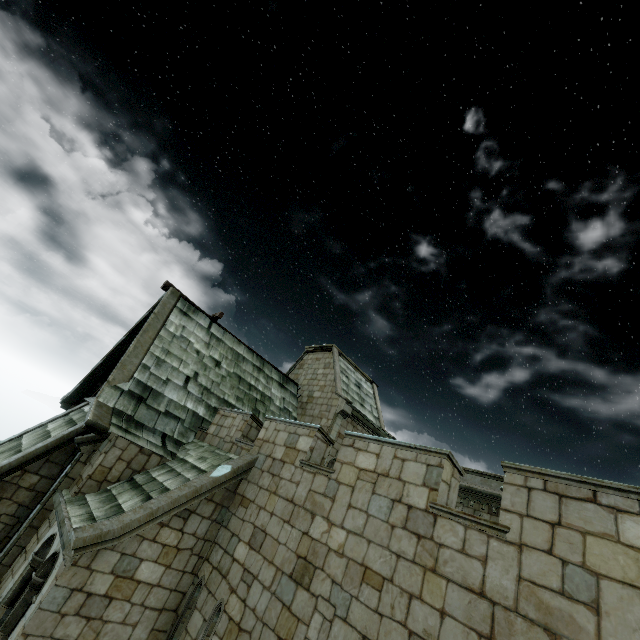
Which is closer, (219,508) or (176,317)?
(219,508)
